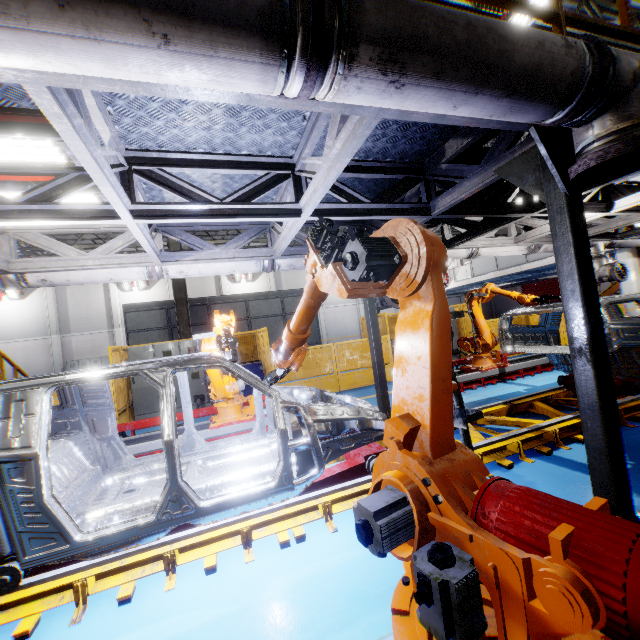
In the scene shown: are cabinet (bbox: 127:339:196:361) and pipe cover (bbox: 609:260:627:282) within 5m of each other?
no

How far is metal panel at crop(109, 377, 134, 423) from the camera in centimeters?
807cm

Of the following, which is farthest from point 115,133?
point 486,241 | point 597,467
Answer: point 486,241

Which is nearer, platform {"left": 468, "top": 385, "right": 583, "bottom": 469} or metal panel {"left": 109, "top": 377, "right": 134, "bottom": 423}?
platform {"left": 468, "top": 385, "right": 583, "bottom": 469}

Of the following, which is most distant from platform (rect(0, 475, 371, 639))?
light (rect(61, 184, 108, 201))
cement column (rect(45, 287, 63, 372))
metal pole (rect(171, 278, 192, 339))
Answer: cement column (rect(45, 287, 63, 372))

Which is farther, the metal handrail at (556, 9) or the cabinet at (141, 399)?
the cabinet at (141, 399)

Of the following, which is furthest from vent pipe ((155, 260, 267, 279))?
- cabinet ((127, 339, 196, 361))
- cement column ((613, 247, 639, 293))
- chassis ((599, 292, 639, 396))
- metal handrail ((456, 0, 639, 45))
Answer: cabinet ((127, 339, 196, 361))

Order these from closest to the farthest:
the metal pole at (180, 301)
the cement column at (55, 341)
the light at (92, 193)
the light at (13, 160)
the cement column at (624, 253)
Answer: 1. the light at (13, 160)
2. the light at (92, 193)
3. the metal pole at (180, 301)
4. the cement column at (624, 253)
5. the cement column at (55, 341)
